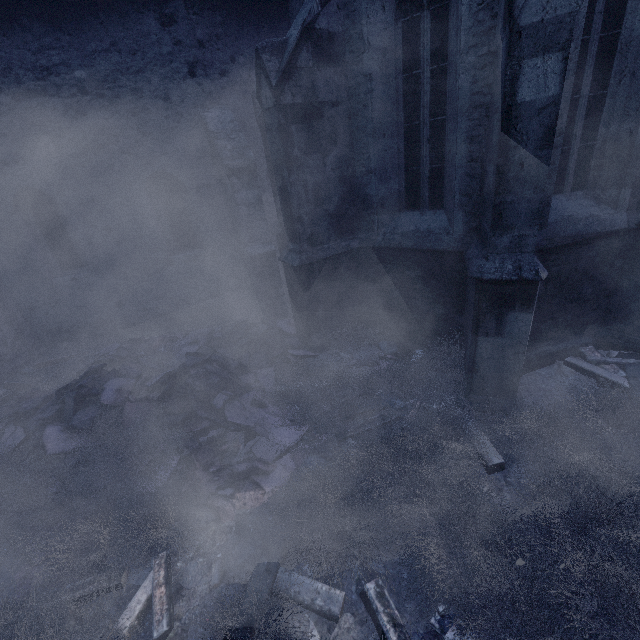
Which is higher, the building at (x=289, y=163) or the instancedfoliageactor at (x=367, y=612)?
the building at (x=289, y=163)

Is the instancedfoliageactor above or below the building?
below

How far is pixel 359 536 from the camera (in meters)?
3.17

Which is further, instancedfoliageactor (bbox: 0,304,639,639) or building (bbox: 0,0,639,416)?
building (bbox: 0,0,639,416)

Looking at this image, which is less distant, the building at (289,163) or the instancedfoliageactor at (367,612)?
the instancedfoliageactor at (367,612)
